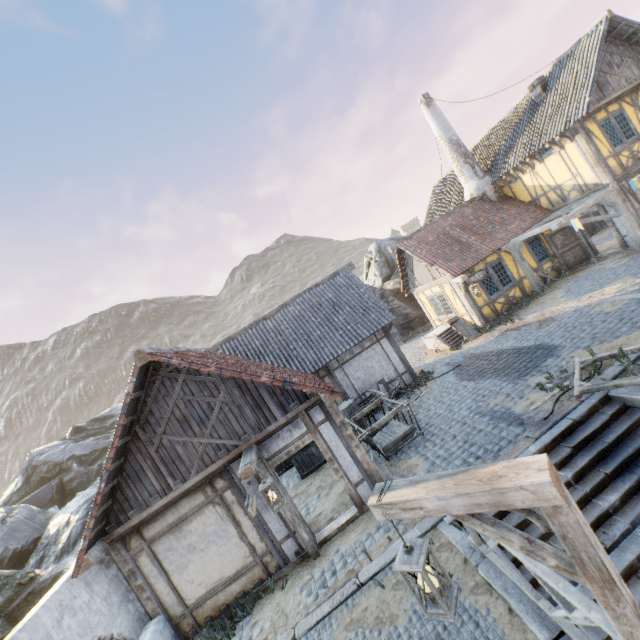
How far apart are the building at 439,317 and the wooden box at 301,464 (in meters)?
8.62

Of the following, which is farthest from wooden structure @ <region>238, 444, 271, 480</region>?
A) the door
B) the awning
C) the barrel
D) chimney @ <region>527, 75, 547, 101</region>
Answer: chimney @ <region>527, 75, 547, 101</region>

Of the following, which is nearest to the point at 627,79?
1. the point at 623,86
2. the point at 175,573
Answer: the point at 623,86

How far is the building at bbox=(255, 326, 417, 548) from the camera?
7.7m

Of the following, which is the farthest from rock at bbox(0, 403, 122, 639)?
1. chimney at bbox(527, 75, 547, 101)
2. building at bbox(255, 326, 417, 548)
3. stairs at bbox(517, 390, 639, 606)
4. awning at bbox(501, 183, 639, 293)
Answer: chimney at bbox(527, 75, 547, 101)

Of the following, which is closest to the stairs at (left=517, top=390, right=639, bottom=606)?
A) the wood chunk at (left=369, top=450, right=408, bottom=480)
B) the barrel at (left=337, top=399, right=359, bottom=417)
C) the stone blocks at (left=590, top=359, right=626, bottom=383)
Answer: the stone blocks at (left=590, top=359, right=626, bottom=383)

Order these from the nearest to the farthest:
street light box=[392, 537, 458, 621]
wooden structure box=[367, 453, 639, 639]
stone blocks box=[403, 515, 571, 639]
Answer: wooden structure box=[367, 453, 639, 639]
street light box=[392, 537, 458, 621]
stone blocks box=[403, 515, 571, 639]

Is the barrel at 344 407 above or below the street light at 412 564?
below
